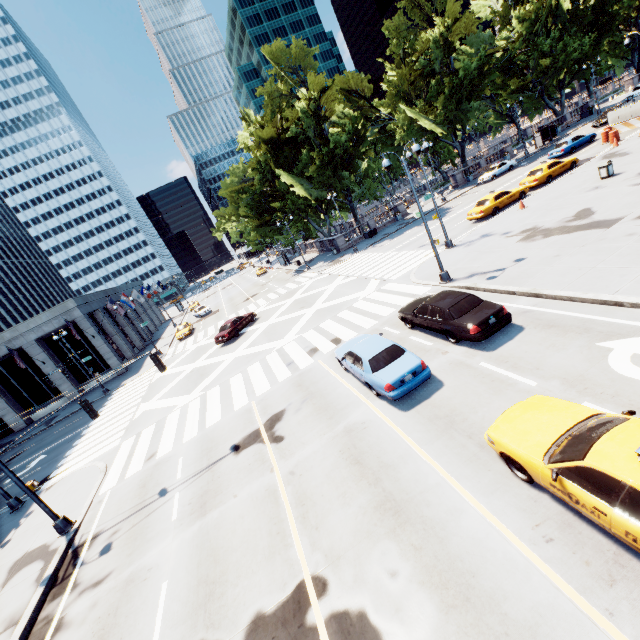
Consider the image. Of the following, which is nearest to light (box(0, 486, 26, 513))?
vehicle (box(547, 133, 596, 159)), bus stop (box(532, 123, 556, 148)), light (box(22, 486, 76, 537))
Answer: light (box(22, 486, 76, 537))

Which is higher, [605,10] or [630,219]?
[605,10]

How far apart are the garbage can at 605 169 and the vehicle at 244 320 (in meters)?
28.32

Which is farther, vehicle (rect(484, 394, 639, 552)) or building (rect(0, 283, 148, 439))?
building (rect(0, 283, 148, 439))

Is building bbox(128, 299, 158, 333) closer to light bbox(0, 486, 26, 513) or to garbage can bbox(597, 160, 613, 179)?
light bbox(0, 486, 26, 513)

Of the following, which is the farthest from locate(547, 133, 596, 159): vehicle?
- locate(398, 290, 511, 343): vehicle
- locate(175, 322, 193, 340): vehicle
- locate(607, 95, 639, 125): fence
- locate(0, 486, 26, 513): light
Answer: locate(0, 486, 26, 513): light

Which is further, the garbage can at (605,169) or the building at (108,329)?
the building at (108,329)

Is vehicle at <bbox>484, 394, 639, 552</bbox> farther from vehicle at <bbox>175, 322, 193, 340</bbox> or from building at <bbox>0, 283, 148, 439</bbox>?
building at <bbox>0, 283, 148, 439</bbox>
